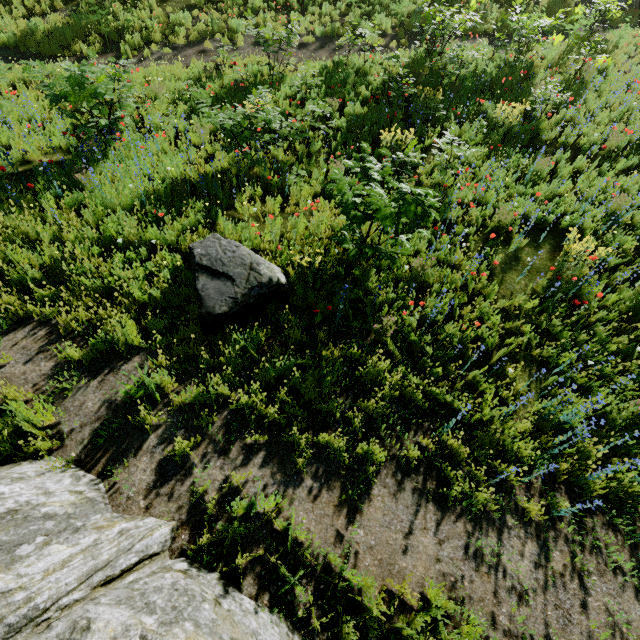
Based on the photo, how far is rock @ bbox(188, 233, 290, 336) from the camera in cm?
434

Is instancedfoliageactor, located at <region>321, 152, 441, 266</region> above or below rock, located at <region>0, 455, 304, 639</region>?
above

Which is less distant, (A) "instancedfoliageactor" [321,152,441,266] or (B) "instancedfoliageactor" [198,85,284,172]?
(A) "instancedfoliageactor" [321,152,441,266]

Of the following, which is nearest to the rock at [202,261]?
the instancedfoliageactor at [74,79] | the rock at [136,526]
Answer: the instancedfoliageactor at [74,79]

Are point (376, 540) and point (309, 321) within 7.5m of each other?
yes

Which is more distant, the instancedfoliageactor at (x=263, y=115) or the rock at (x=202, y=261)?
the instancedfoliageactor at (x=263, y=115)

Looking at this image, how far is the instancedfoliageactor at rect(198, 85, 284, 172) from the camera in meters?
6.5

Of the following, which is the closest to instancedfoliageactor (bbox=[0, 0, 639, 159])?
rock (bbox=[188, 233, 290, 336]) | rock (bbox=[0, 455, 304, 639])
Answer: rock (bbox=[188, 233, 290, 336])
